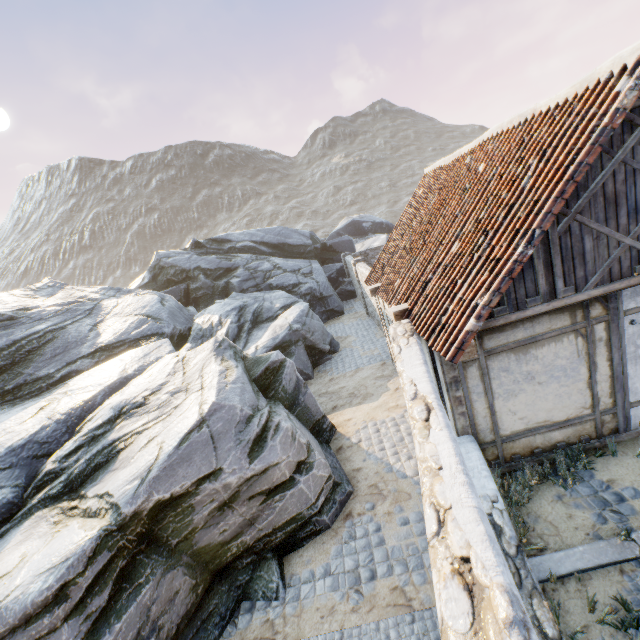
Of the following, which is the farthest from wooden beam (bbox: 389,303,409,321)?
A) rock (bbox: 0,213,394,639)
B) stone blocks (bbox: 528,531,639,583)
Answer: stone blocks (bbox: 528,531,639,583)

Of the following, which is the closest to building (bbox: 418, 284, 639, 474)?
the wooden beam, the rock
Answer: the wooden beam

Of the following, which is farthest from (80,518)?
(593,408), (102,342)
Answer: (593,408)

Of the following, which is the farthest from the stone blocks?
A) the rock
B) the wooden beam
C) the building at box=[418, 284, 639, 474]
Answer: the wooden beam

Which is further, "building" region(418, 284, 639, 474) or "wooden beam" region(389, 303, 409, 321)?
"wooden beam" region(389, 303, 409, 321)

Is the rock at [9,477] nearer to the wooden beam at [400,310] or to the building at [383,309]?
the building at [383,309]

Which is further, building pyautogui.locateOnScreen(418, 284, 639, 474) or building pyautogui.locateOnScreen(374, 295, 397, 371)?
building pyautogui.locateOnScreen(374, 295, 397, 371)

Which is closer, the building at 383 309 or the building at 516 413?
the building at 516 413
